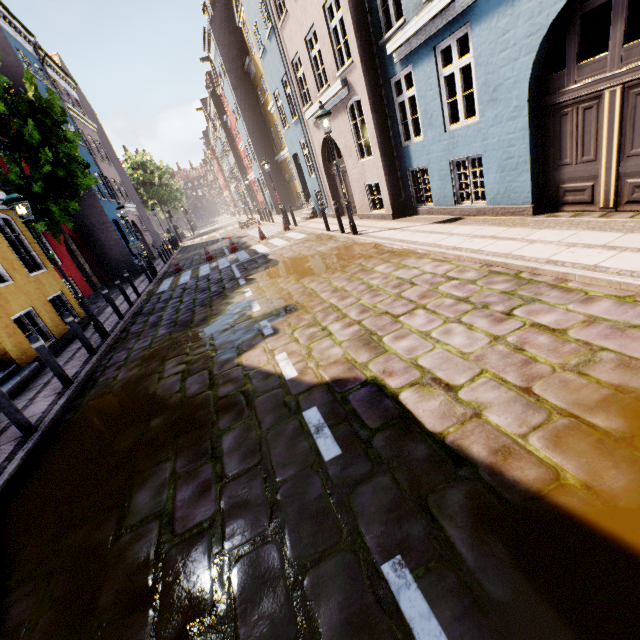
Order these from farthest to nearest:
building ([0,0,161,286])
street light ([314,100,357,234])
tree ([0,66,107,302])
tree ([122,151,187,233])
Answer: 1. tree ([122,151,187,233])
2. building ([0,0,161,286])
3. tree ([0,66,107,302])
4. street light ([314,100,357,234])

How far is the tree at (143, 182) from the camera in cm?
3956

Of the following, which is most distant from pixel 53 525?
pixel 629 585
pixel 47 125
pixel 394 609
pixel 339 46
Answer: pixel 47 125

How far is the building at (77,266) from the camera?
15.2 meters

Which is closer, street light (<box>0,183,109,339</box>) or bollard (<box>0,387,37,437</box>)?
bollard (<box>0,387,37,437</box>)

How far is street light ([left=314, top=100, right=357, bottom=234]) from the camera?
9.11m

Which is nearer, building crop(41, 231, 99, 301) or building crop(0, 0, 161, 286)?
building crop(41, 231, 99, 301)

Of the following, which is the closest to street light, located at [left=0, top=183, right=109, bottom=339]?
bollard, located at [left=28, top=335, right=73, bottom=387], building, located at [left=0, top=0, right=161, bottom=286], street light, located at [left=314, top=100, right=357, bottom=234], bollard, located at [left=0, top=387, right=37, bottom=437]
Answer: bollard, located at [left=28, top=335, right=73, bottom=387]
